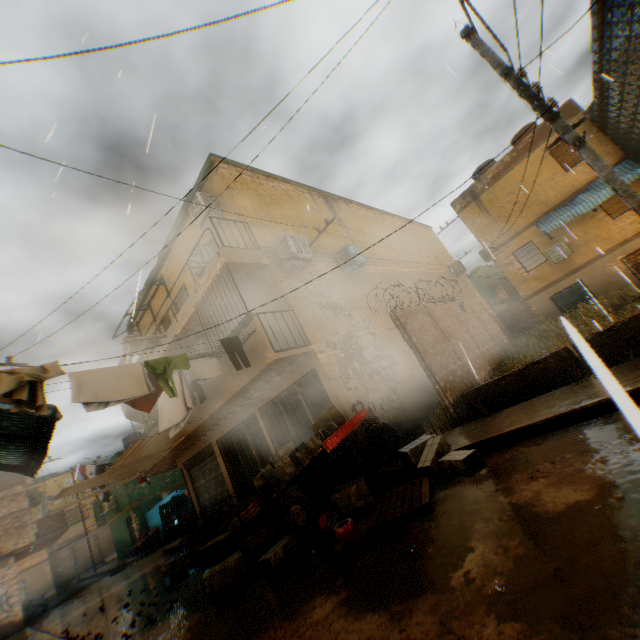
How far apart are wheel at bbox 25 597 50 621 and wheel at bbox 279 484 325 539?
24.4m

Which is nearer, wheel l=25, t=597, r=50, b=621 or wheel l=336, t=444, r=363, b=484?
wheel l=336, t=444, r=363, b=484

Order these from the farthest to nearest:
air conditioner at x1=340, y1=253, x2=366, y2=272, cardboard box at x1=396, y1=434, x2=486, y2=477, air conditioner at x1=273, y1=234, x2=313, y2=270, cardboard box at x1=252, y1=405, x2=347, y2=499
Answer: air conditioner at x1=340, y1=253, x2=366, y2=272, air conditioner at x1=273, y1=234, x2=313, y2=270, cardboard box at x1=252, y1=405, x2=347, y2=499, cardboard box at x1=396, y1=434, x2=486, y2=477

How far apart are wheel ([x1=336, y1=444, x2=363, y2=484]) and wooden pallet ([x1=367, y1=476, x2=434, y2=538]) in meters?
2.0

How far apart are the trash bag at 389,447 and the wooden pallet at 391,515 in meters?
1.8 m

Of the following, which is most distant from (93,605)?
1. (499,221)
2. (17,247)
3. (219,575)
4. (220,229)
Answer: (499,221)

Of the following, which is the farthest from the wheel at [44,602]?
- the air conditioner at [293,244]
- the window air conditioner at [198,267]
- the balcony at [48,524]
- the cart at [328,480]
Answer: the air conditioner at [293,244]

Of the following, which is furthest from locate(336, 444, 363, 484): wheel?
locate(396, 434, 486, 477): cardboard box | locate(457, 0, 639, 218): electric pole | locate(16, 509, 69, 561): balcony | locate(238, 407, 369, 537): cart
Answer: locate(16, 509, 69, 561): balcony
